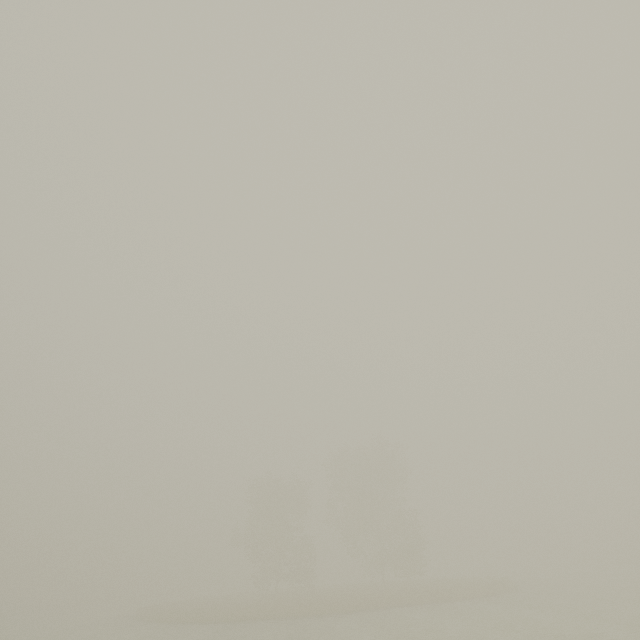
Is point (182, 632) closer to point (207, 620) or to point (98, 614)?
point (207, 620)
